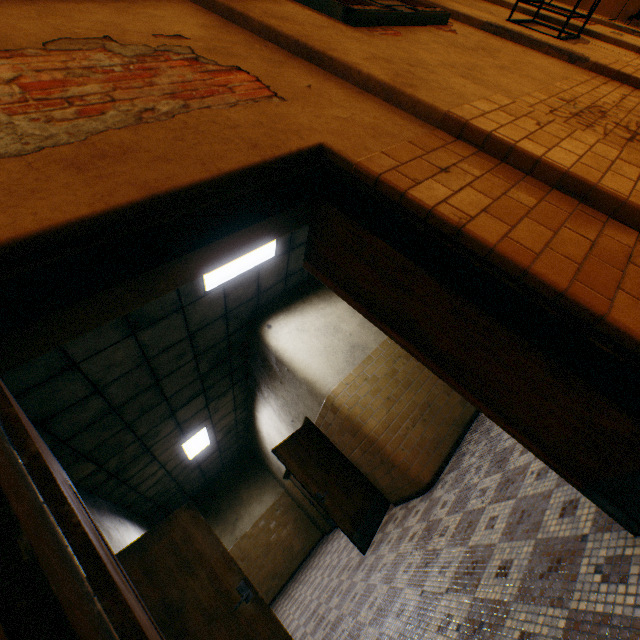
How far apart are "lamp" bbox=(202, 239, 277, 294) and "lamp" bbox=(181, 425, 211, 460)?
4.42m

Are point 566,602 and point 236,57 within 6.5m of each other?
yes

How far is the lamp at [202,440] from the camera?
7.5m

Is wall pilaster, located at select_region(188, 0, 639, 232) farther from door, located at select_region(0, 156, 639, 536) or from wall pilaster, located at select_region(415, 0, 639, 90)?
wall pilaster, located at select_region(415, 0, 639, 90)

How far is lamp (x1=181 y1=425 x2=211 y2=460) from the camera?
7.53m

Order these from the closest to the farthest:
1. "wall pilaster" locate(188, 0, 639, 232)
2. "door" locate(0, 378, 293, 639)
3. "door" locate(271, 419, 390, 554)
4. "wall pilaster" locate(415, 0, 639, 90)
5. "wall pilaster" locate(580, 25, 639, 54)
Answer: "door" locate(0, 378, 293, 639) < "wall pilaster" locate(188, 0, 639, 232) < "wall pilaster" locate(415, 0, 639, 90) < "door" locate(271, 419, 390, 554) < "wall pilaster" locate(580, 25, 639, 54)

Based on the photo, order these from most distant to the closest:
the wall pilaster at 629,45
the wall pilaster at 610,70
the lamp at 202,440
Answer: the lamp at 202,440
the wall pilaster at 629,45
the wall pilaster at 610,70

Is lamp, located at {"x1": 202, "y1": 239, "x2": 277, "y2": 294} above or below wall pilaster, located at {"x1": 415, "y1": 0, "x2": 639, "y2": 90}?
above
